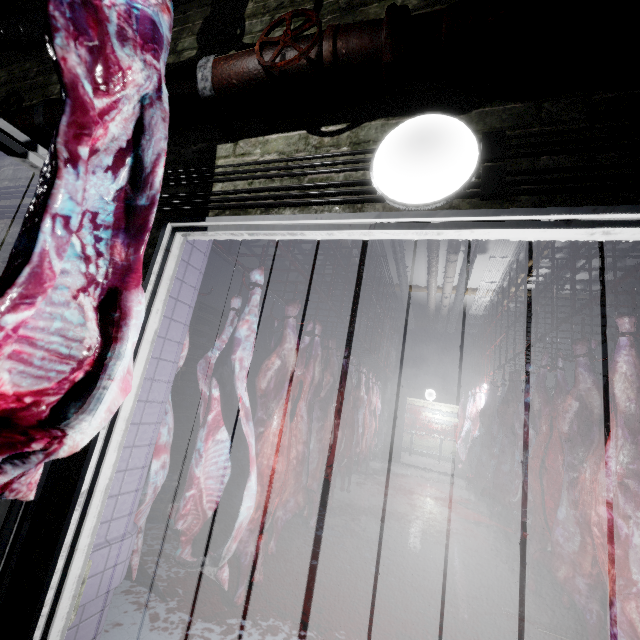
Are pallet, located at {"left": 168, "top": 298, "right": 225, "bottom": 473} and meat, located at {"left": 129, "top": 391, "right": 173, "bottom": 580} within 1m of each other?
no

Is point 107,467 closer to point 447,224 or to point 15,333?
point 15,333

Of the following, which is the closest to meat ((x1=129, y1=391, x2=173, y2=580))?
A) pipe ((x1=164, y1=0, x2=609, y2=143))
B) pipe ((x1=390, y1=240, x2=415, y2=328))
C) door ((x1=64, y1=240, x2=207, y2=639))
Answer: door ((x1=64, y1=240, x2=207, y2=639))

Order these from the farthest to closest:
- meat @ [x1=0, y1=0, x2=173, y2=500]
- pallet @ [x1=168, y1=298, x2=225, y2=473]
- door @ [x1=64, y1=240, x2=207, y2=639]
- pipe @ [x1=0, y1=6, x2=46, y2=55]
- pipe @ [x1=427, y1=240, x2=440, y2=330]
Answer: pipe @ [x1=427, y1=240, x2=440, y2=330] < pallet @ [x1=168, y1=298, x2=225, y2=473] < pipe @ [x1=0, y1=6, x2=46, y2=55] < door @ [x1=64, y1=240, x2=207, y2=639] < meat @ [x1=0, y1=0, x2=173, y2=500]

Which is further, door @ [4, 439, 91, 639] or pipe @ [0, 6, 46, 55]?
pipe @ [0, 6, 46, 55]

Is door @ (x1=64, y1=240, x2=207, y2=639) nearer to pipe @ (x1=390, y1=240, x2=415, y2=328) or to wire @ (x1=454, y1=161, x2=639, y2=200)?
wire @ (x1=454, y1=161, x2=639, y2=200)

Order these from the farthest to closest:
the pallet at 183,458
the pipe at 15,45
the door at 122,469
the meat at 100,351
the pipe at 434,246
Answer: the pipe at 434,246 → the pallet at 183,458 → the pipe at 15,45 → the door at 122,469 → the meat at 100,351

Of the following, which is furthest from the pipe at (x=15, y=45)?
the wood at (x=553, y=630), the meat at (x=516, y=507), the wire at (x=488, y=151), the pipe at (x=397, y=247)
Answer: the wood at (x=553, y=630)
